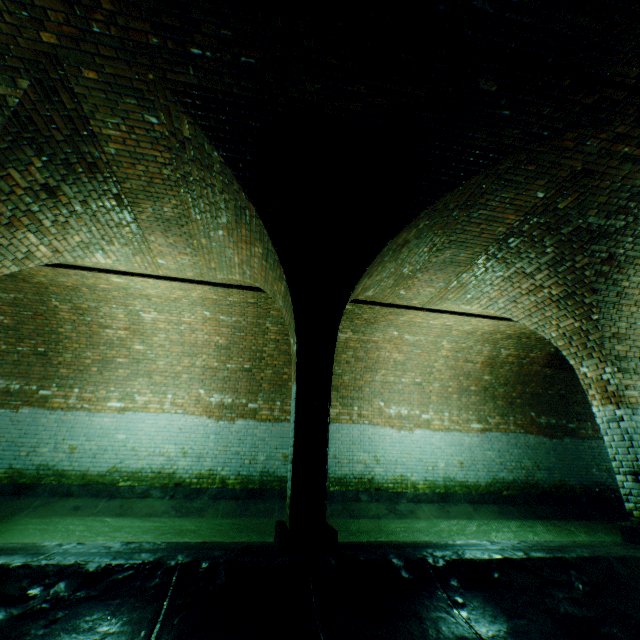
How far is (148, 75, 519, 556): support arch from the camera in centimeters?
→ 351cm

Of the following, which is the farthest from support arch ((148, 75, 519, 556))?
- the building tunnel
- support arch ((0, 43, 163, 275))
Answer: support arch ((0, 43, 163, 275))

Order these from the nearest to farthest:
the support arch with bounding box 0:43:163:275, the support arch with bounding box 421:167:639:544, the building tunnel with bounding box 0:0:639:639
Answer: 1. the building tunnel with bounding box 0:0:639:639
2. the support arch with bounding box 0:43:163:275
3. the support arch with bounding box 421:167:639:544

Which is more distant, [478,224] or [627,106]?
[478,224]

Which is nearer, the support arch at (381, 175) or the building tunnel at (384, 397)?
the building tunnel at (384, 397)

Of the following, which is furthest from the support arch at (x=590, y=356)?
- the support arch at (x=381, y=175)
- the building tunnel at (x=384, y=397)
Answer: the support arch at (x=381, y=175)

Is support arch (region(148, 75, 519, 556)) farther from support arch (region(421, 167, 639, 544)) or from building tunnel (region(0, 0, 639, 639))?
support arch (region(421, 167, 639, 544))

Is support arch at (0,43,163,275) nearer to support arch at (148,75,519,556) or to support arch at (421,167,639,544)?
support arch at (148,75,519,556)
